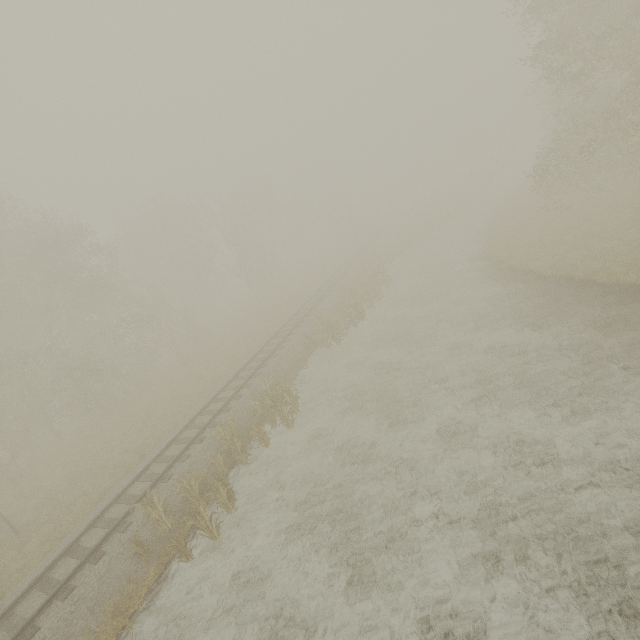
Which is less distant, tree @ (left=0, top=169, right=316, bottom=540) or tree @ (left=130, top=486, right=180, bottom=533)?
tree @ (left=130, top=486, right=180, bottom=533)

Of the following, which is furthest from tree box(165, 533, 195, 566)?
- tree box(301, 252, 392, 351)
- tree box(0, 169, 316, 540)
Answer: tree box(0, 169, 316, 540)

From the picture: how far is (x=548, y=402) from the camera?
9.6 meters

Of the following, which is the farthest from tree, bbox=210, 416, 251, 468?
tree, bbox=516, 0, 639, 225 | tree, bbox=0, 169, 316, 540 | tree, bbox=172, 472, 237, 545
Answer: tree, bbox=516, 0, 639, 225

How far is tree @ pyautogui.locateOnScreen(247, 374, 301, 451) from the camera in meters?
13.0 m

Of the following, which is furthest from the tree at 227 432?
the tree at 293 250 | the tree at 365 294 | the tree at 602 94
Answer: the tree at 602 94

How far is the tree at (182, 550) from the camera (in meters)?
9.31
